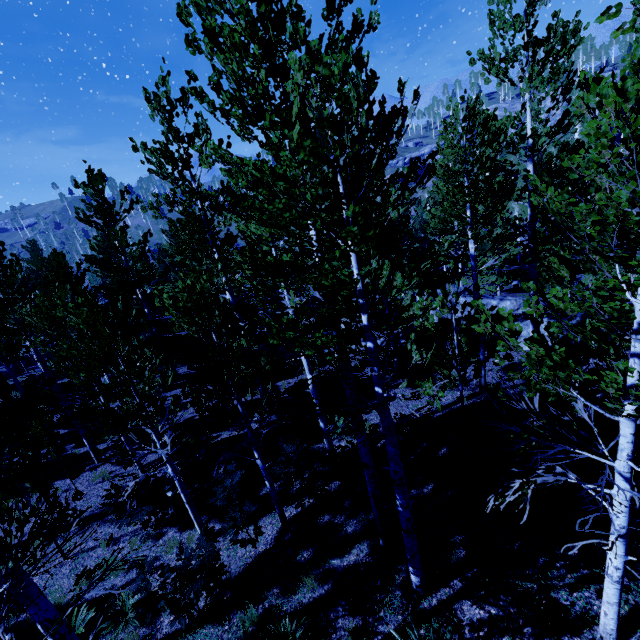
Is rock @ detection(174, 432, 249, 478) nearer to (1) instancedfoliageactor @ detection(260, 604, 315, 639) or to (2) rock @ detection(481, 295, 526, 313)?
(1) instancedfoliageactor @ detection(260, 604, 315, 639)

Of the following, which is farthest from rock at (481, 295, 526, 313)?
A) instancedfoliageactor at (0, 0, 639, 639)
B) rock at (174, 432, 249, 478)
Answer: rock at (174, 432, 249, 478)

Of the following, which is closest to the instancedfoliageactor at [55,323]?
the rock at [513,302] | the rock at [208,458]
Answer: the rock at [513,302]

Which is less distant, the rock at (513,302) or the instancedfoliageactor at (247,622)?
the instancedfoliageactor at (247,622)

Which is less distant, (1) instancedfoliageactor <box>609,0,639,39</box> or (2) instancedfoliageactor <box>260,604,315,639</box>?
(1) instancedfoliageactor <box>609,0,639,39</box>

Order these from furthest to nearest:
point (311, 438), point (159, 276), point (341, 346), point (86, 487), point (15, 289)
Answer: point (159, 276), point (15, 289), point (86, 487), point (311, 438), point (341, 346)

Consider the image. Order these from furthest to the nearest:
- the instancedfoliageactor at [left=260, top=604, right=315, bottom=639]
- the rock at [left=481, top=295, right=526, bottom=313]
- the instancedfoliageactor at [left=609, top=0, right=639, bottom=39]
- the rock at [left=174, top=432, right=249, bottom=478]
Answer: the rock at [left=481, top=295, right=526, bottom=313] < the rock at [left=174, top=432, right=249, bottom=478] < the instancedfoliageactor at [left=260, top=604, right=315, bottom=639] < the instancedfoliageactor at [left=609, top=0, right=639, bottom=39]
